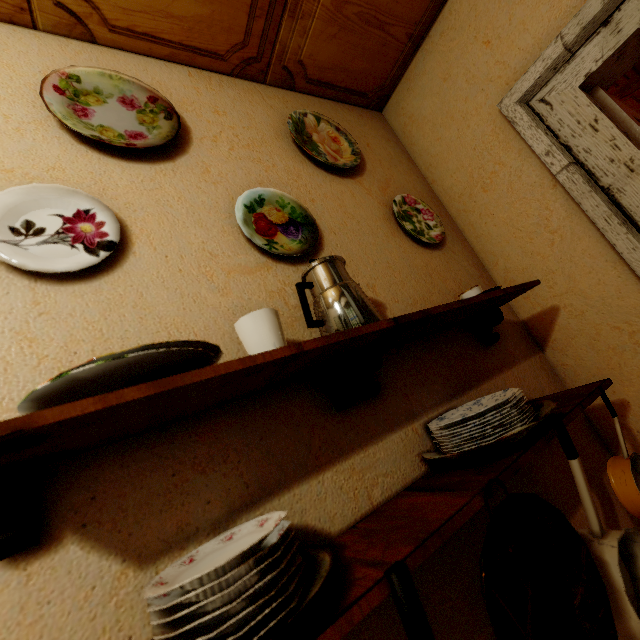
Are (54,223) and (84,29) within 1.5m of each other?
yes

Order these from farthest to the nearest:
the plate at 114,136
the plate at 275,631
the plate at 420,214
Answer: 1. the plate at 420,214
2. the plate at 114,136
3. the plate at 275,631

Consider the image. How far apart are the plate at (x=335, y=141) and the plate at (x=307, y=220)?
0.32m

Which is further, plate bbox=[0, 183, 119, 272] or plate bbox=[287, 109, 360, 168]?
plate bbox=[287, 109, 360, 168]

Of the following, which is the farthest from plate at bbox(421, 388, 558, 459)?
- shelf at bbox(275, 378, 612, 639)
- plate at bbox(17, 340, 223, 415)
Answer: plate at bbox(17, 340, 223, 415)

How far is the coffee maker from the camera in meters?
0.8 m

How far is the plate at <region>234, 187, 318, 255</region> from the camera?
1.04m

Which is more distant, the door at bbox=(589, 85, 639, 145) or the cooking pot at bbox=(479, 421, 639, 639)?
the door at bbox=(589, 85, 639, 145)
